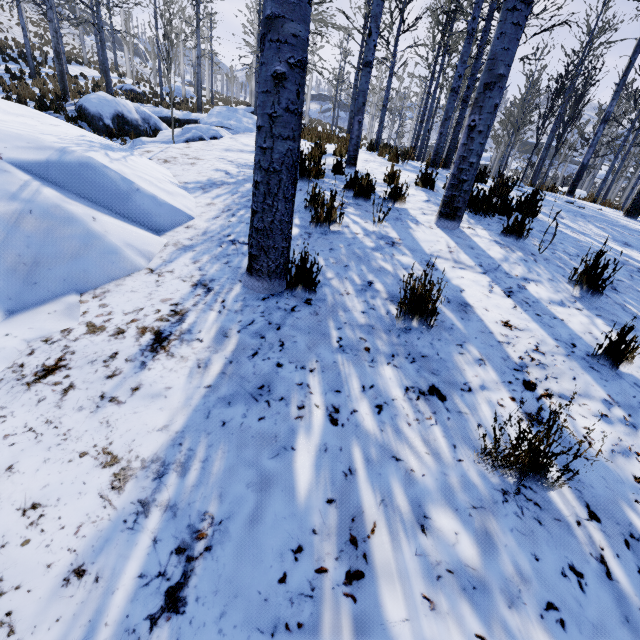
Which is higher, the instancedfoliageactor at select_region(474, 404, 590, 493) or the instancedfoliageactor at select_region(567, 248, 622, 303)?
the instancedfoliageactor at select_region(567, 248, 622, 303)

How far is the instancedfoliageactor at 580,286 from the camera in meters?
2.8

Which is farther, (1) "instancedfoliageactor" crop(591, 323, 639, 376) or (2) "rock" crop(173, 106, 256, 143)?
(2) "rock" crop(173, 106, 256, 143)

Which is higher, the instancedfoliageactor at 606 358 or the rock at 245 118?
the rock at 245 118

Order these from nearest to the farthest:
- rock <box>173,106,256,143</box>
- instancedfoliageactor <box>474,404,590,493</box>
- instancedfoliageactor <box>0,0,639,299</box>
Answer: instancedfoliageactor <box>474,404,590,493</box> < instancedfoliageactor <box>0,0,639,299</box> < rock <box>173,106,256,143</box>

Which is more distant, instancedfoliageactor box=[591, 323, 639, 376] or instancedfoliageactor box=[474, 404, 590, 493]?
instancedfoliageactor box=[591, 323, 639, 376]

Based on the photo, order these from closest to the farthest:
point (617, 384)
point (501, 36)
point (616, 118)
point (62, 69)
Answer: point (617, 384) < point (501, 36) < point (616, 118) < point (62, 69)
